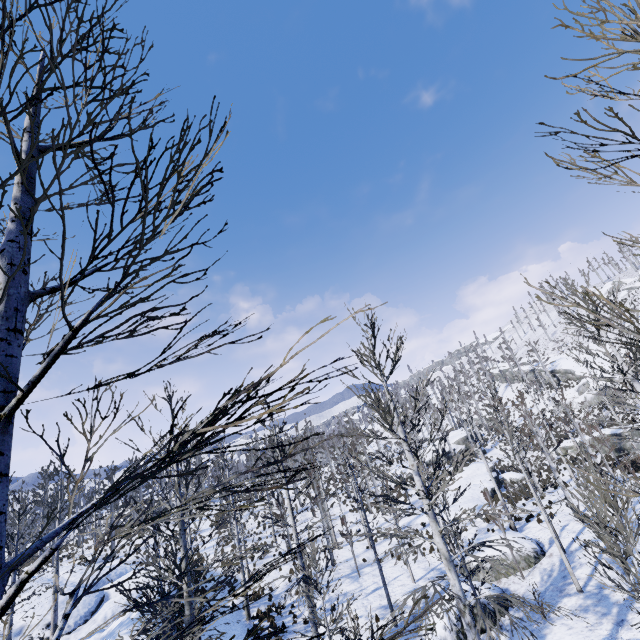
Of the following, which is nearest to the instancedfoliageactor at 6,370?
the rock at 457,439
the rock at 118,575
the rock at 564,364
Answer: the rock at 118,575

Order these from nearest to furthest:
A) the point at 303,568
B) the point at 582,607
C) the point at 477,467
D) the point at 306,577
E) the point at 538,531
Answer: the point at 582,607
the point at 306,577
the point at 303,568
the point at 538,531
the point at 477,467

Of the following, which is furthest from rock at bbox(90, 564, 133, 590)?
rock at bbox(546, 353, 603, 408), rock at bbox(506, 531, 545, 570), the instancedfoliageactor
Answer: rock at bbox(546, 353, 603, 408)

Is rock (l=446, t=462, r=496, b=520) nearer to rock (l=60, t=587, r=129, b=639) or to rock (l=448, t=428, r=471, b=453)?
rock (l=448, t=428, r=471, b=453)

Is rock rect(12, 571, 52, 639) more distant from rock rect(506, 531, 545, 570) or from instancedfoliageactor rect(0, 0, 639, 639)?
rock rect(506, 531, 545, 570)

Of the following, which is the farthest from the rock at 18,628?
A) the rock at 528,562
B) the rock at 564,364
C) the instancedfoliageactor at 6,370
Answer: the rock at 564,364

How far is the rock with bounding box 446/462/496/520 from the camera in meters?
26.5

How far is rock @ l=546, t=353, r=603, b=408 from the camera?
43.12m
